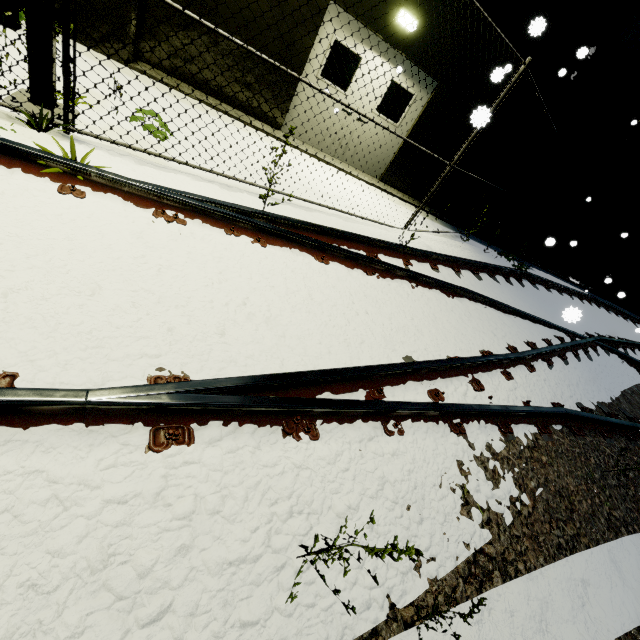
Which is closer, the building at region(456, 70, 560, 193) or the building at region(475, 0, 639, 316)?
the building at region(475, 0, 639, 316)

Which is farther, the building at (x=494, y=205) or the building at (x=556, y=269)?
the building at (x=494, y=205)

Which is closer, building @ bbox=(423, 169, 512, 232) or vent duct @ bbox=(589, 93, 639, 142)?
vent duct @ bbox=(589, 93, 639, 142)

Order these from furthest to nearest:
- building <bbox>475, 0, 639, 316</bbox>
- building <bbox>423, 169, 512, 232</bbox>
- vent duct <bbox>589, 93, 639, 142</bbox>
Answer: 1. building <bbox>423, 169, 512, 232</bbox>
2. vent duct <bbox>589, 93, 639, 142</bbox>
3. building <bbox>475, 0, 639, 316</bbox>

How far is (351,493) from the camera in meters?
1.9

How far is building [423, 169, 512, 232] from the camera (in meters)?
9.41
